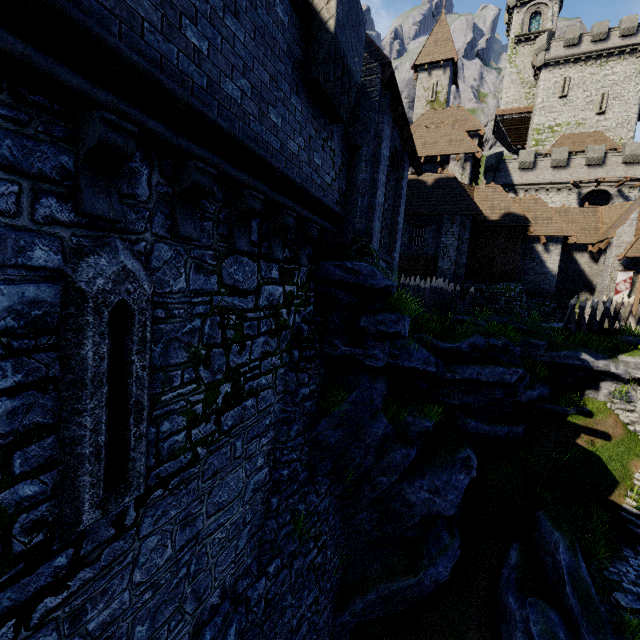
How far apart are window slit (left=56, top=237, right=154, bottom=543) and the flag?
27.7m

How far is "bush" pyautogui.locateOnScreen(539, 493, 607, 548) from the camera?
10.9m

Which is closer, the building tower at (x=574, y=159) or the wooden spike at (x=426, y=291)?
the wooden spike at (x=426, y=291)

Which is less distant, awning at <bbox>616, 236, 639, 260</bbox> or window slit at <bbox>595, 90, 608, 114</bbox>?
awning at <bbox>616, 236, 639, 260</bbox>

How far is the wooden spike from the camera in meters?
15.6 m

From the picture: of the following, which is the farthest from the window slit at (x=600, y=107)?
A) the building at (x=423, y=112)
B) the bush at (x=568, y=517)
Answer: the bush at (x=568, y=517)

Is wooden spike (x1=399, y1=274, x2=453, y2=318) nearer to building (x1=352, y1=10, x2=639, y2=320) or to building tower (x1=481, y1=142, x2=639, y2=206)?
building (x1=352, y1=10, x2=639, y2=320)

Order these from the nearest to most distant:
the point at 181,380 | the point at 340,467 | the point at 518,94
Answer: the point at 181,380 → the point at 340,467 → the point at 518,94
